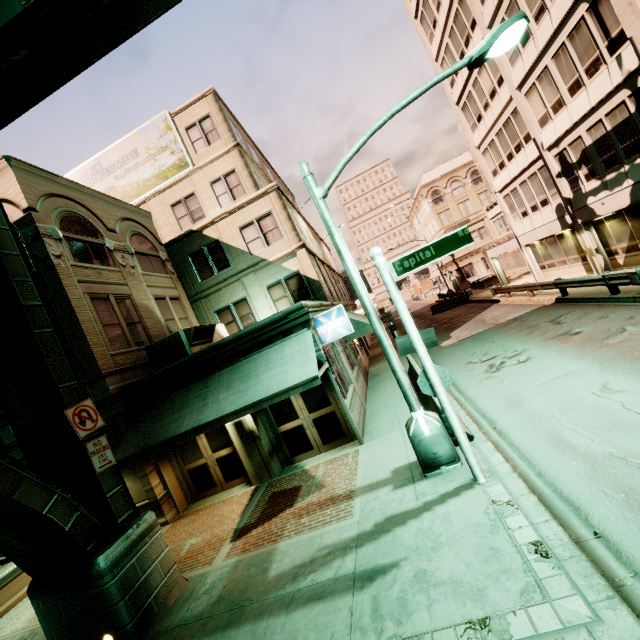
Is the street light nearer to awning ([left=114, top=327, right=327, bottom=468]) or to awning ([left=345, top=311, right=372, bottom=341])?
awning ([left=114, top=327, right=327, bottom=468])

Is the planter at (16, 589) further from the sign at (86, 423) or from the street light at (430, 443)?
the street light at (430, 443)

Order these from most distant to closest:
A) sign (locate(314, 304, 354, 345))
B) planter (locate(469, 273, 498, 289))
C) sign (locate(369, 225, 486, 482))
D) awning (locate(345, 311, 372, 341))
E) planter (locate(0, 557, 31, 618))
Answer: planter (locate(469, 273, 498, 289))
awning (locate(345, 311, 372, 341))
sign (locate(314, 304, 354, 345))
planter (locate(0, 557, 31, 618))
sign (locate(369, 225, 486, 482))

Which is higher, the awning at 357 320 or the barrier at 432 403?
the awning at 357 320

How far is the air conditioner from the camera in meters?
11.7

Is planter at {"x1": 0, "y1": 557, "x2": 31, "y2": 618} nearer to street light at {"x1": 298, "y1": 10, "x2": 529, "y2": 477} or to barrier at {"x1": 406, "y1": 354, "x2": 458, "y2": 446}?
street light at {"x1": 298, "y1": 10, "x2": 529, "y2": 477}

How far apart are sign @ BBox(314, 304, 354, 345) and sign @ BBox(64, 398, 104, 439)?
6.0 meters

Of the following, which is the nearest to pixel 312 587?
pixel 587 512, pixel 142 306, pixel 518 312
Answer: pixel 587 512
